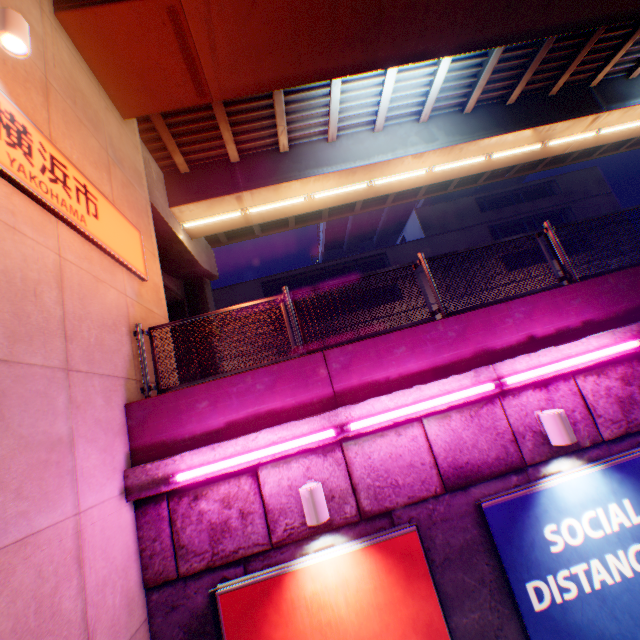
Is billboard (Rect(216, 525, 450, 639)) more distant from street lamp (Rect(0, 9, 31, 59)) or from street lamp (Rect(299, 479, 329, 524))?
street lamp (Rect(0, 9, 31, 59))

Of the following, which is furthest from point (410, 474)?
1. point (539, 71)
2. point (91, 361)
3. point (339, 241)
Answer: point (339, 241)

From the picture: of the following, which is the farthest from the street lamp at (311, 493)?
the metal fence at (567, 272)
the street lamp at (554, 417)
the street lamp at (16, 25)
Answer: the street lamp at (16, 25)

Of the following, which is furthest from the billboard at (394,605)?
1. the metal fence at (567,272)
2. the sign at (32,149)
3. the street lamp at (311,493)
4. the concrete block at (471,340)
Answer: the sign at (32,149)

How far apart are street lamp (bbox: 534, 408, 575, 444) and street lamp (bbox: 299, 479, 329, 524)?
3.11m

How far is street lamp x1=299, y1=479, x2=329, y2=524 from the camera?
3.87m

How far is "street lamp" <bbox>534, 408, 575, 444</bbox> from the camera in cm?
417

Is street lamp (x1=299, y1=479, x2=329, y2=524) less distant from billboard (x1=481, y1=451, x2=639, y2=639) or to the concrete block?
the concrete block
